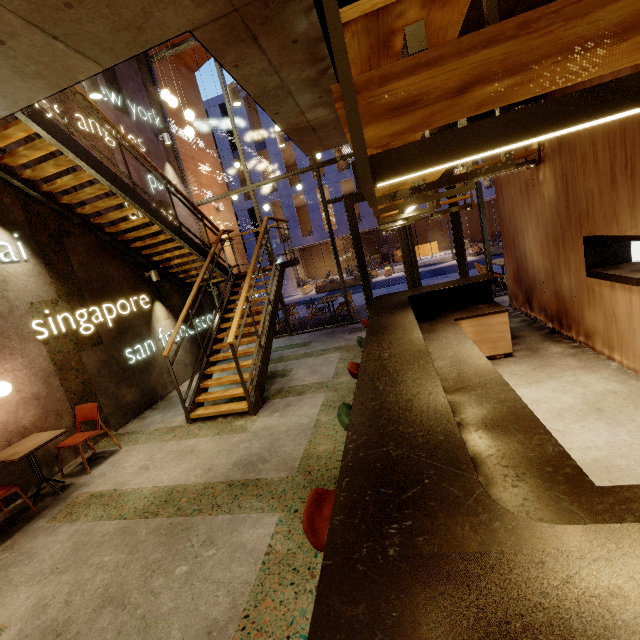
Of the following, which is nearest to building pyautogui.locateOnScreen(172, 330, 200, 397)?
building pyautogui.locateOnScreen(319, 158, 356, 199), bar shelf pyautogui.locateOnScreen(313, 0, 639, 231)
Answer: bar shelf pyautogui.locateOnScreen(313, 0, 639, 231)

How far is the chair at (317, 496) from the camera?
1.6m

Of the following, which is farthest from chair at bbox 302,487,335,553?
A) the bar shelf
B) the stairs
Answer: the stairs

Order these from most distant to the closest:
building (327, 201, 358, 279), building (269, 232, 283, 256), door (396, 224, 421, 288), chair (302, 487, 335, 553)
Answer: building (269, 232, 283, 256) < building (327, 201, 358, 279) < door (396, 224, 421, 288) < chair (302, 487, 335, 553)

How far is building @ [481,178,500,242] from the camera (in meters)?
22.97

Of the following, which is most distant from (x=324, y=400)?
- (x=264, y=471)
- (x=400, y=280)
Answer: (x=400, y=280)

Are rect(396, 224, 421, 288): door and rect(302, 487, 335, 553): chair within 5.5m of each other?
no

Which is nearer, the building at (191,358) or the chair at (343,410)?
the chair at (343,410)
